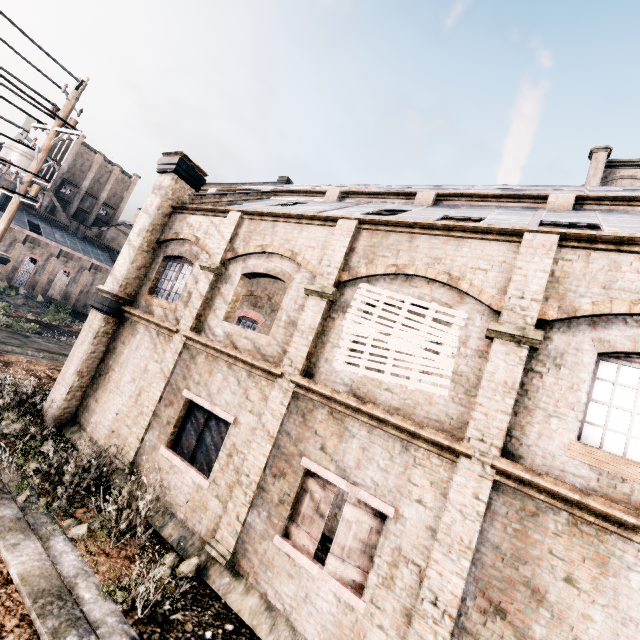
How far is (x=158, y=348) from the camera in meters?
10.9

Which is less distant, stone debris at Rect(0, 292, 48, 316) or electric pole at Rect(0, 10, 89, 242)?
electric pole at Rect(0, 10, 89, 242)

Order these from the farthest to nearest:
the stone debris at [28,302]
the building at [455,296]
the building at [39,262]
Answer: the building at [39,262], the stone debris at [28,302], the building at [455,296]

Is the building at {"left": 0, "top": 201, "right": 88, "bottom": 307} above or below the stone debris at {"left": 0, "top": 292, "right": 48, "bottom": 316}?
above

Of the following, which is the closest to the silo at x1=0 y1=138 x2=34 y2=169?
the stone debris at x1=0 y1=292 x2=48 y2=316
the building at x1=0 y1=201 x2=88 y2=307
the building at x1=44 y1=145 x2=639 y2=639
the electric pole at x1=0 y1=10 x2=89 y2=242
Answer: the building at x1=0 y1=201 x2=88 y2=307

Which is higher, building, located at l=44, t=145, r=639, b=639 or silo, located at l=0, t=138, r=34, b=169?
silo, located at l=0, t=138, r=34, b=169

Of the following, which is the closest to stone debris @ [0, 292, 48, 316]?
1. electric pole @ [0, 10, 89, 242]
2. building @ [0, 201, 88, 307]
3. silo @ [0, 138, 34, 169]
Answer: building @ [0, 201, 88, 307]

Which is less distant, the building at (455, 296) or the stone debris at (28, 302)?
the building at (455, 296)
